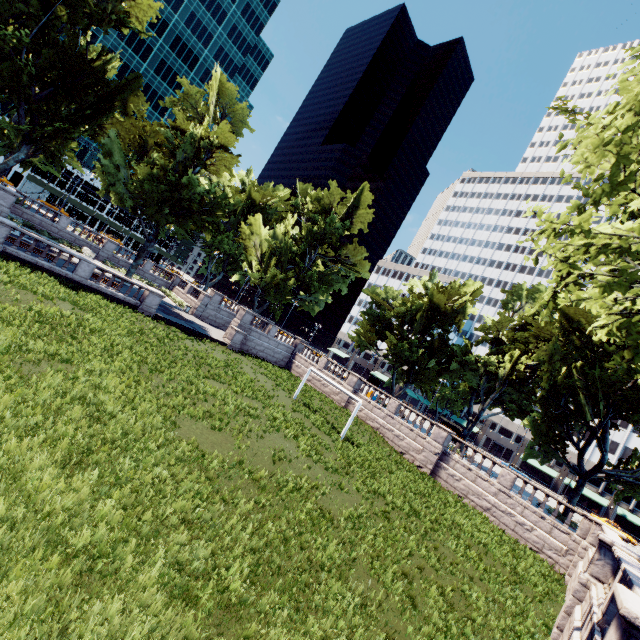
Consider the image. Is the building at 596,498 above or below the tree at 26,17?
below

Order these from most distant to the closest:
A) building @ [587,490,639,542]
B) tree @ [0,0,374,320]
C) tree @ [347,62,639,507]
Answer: building @ [587,490,639,542]
tree @ [0,0,374,320]
tree @ [347,62,639,507]

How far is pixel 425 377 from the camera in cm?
3794

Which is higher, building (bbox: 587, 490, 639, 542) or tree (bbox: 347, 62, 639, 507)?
tree (bbox: 347, 62, 639, 507)

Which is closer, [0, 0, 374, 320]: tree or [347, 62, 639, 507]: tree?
[347, 62, 639, 507]: tree

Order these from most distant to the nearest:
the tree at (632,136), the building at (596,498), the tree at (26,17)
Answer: the building at (596,498) < the tree at (26,17) < the tree at (632,136)

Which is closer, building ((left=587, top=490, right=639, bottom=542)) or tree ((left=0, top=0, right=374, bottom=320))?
tree ((left=0, top=0, right=374, bottom=320))
